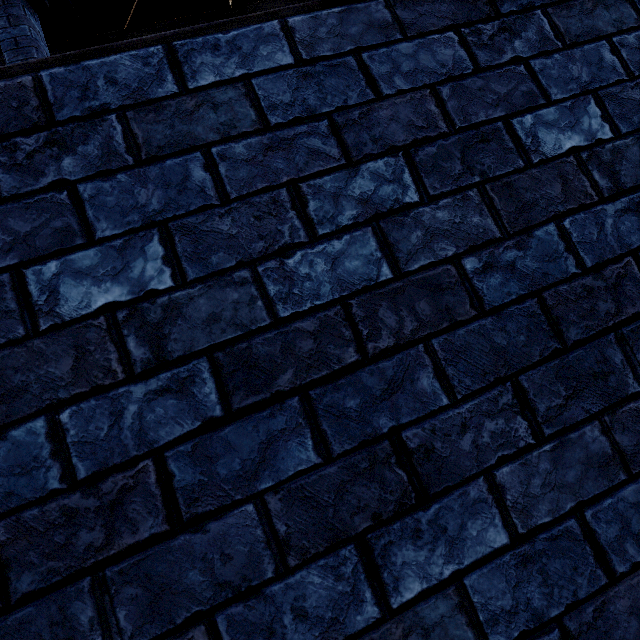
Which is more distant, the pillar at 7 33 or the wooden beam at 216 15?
the wooden beam at 216 15

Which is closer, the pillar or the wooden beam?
the pillar

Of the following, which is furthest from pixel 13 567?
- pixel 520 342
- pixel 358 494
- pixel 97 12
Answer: pixel 97 12

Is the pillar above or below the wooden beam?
below

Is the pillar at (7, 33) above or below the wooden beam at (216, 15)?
below
